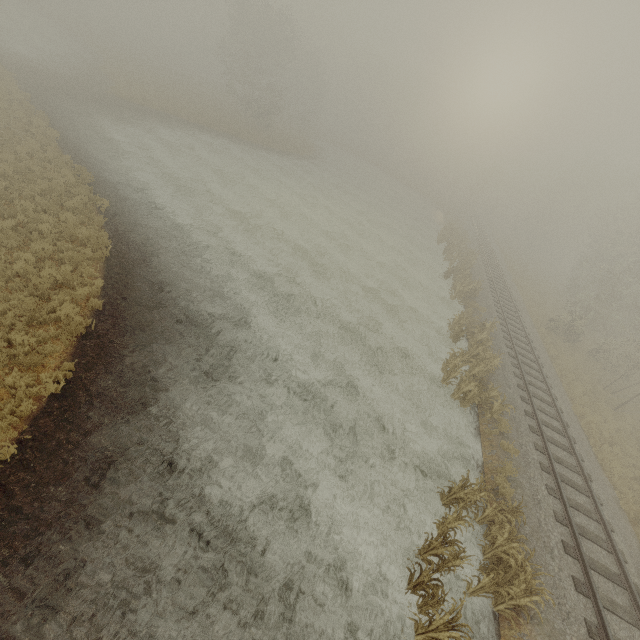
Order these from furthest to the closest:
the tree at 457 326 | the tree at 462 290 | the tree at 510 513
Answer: the tree at 462 290 → the tree at 457 326 → the tree at 510 513

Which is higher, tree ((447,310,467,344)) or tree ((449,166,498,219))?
tree ((449,166,498,219))

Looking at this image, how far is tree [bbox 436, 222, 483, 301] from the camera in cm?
2375

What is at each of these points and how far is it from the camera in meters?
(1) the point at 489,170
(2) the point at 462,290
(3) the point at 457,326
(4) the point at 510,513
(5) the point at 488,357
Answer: (1) tree, 44.7
(2) tree, 23.4
(3) tree, 18.3
(4) tree, 9.8
(5) tree, 16.3

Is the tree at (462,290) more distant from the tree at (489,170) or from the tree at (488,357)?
the tree at (488,357)

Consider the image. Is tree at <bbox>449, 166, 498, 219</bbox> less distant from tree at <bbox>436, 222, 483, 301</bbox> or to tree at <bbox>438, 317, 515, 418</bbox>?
tree at <bbox>436, 222, 483, 301</bbox>

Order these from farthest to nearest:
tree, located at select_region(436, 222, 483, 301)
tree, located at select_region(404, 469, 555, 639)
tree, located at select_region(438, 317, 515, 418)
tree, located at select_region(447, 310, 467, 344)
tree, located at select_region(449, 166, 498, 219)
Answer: tree, located at select_region(449, 166, 498, 219) < tree, located at select_region(436, 222, 483, 301) < tree, located at select_region(447, 310, 467, 344) < tree, located at select_region(438, 317, 515, 418) < tree, located at select_region(404, 469, 555, 639)

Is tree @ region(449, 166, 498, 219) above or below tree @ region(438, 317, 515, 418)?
above
